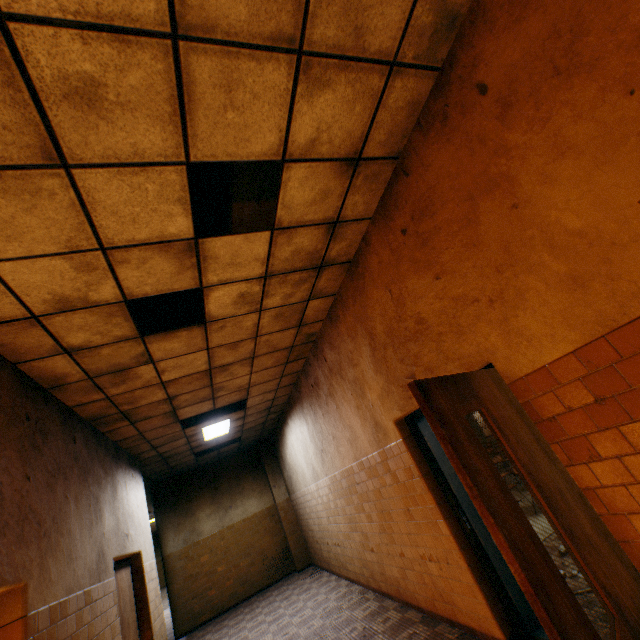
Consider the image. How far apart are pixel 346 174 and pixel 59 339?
3.0m

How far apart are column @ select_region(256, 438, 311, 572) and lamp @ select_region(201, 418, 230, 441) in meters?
3.1 m

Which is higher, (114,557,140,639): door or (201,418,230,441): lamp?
(201,418,230,441): lamp

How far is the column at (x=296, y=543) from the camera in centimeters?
985cm

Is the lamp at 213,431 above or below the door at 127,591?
above

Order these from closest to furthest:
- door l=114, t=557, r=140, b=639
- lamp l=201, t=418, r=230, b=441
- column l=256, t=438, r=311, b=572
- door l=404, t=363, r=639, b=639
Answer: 1. door l=404, t=363, r=639, b=639
2. door l=114, t=557, r=140, b=639
3. lamp l=201, t=418, r=230, b=441
4. column l=256, t=438, r=311, b=572

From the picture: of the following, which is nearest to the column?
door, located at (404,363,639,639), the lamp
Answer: the lamp

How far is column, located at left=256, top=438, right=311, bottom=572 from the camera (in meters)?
9.85
